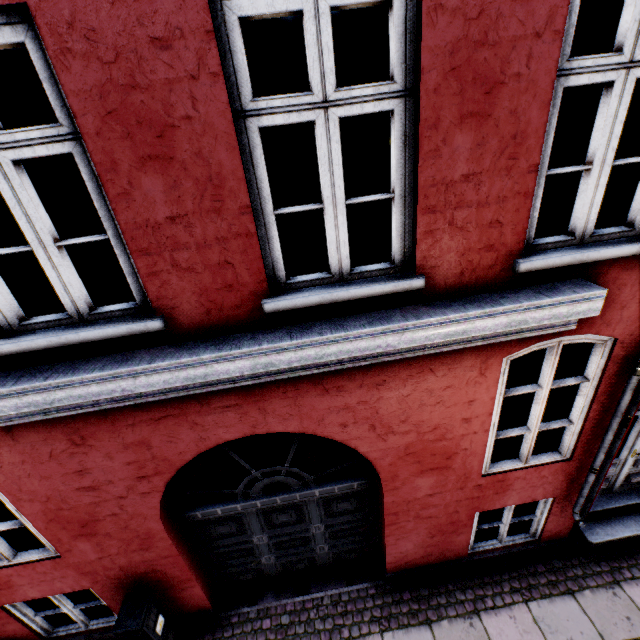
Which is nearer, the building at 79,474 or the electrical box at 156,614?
the building at 79,474

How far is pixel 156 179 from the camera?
2.0m

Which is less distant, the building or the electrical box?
the building
